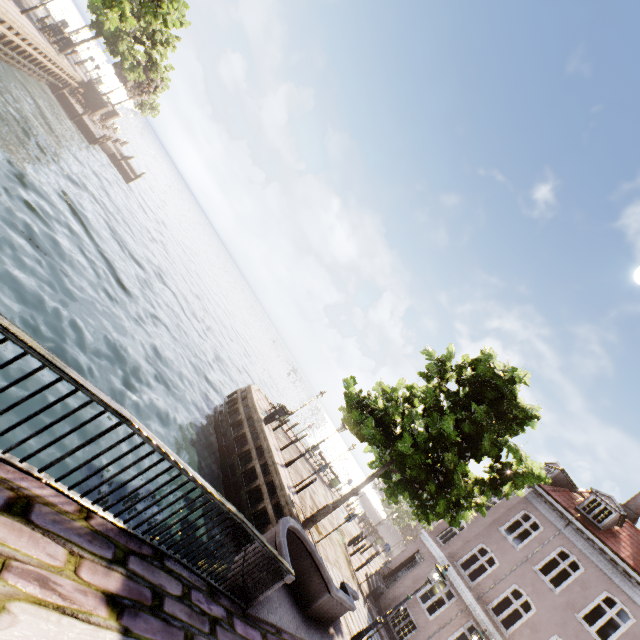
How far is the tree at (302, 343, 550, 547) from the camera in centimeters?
1074cm

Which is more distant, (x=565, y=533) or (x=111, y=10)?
(x=565, y=533)

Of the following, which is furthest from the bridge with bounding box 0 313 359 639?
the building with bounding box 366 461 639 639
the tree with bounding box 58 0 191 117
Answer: the building with bounding box 366 461 639 639

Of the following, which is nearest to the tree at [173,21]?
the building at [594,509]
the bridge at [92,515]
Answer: the bridge at [92,515]

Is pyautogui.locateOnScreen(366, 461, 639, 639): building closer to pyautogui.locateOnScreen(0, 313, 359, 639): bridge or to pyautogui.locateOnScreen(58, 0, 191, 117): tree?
pyautogui.locateOnScreen(58, 0, 191, 117): tree

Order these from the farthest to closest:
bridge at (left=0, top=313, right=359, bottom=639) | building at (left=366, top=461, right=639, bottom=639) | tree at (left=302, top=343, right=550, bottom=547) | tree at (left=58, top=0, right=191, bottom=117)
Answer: tree at (left=58, top=0, right=191, bottom=117)
building at (left=366, top=461, right=639, bottom=639)
tree at (left=302, top=343, right=550, bottom=547)
bridge at (left=0, top=313, right=359, bottom=639)

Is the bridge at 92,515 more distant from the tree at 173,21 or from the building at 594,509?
the building at 594,509

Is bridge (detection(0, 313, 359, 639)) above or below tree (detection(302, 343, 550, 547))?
below
